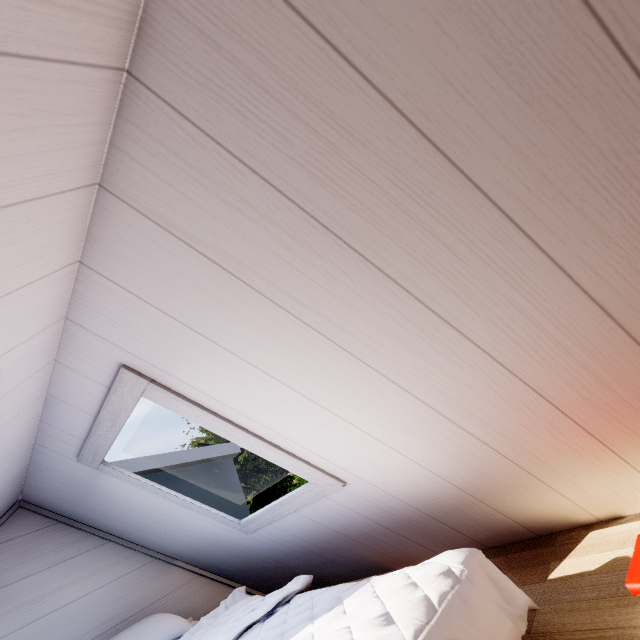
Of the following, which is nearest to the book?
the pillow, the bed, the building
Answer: the bed

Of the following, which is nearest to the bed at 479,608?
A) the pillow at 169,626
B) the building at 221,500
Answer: the pillow at 169,626

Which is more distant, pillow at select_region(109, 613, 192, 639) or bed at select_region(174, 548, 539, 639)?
pillow at select_region(109, 613, 192, 639)

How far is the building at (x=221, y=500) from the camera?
2.4m

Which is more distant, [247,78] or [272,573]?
[272,573]

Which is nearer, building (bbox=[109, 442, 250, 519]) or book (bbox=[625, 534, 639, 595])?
book (bbox=[625, 534, 639, 595])

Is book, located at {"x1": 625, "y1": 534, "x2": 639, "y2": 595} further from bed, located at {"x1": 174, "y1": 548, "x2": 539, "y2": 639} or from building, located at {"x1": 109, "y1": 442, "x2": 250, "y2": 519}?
building, located at {"x1": 109, "y1": 442, "x2": 250, "y2": 519}
